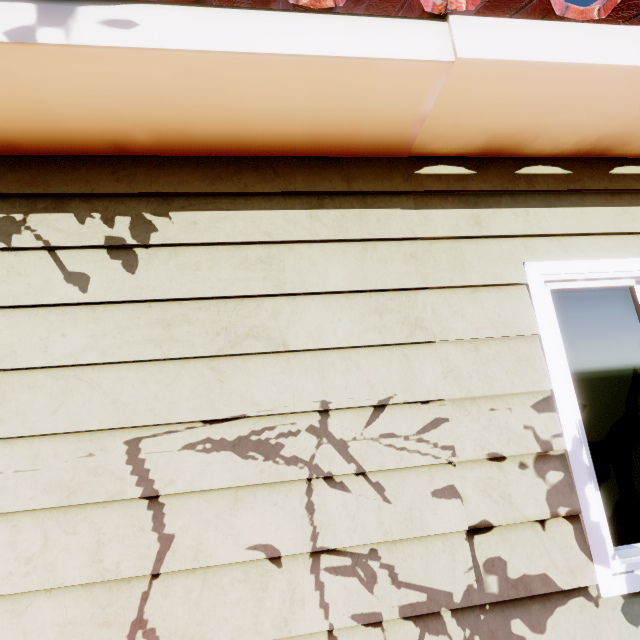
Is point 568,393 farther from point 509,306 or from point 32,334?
point 32,334
